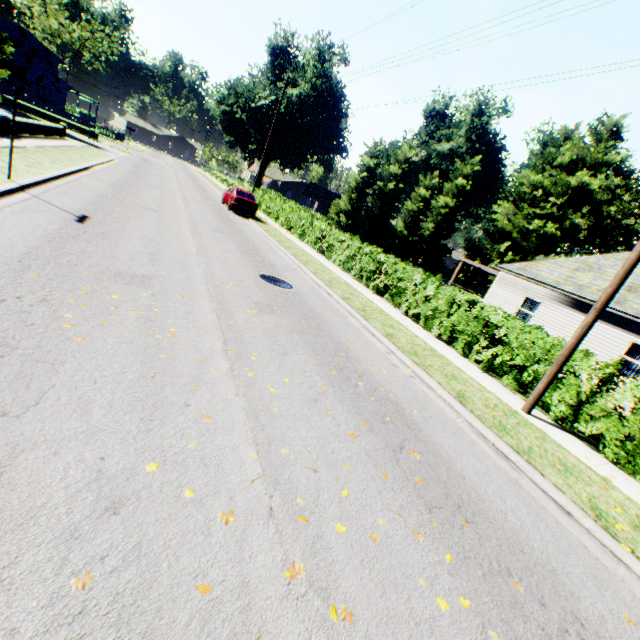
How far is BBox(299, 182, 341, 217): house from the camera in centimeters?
4869cm

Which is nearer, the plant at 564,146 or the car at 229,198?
the car at 229,198

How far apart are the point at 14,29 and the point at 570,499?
81.3m

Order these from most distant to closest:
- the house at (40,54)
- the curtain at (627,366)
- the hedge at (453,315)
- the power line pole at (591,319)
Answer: the house at (40,54) < the curtain at (627,366) < the hedge at (453,315) < the power line pole at (591,319)

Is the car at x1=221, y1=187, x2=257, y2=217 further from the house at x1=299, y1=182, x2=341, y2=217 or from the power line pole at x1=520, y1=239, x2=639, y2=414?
the house at x1=299, y1=182, x2=341, y2=217

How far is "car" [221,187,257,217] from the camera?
21.92m

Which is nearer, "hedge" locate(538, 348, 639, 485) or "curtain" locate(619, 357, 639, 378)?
"hedge" locate(538, 348, 639, 485)

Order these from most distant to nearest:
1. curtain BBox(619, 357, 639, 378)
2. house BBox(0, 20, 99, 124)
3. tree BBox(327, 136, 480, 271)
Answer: house BBox(0, 20, 99, 124) < tree BBox(327, 136, 480, 271) < curtain BBox(619, 357, 639, 378)
